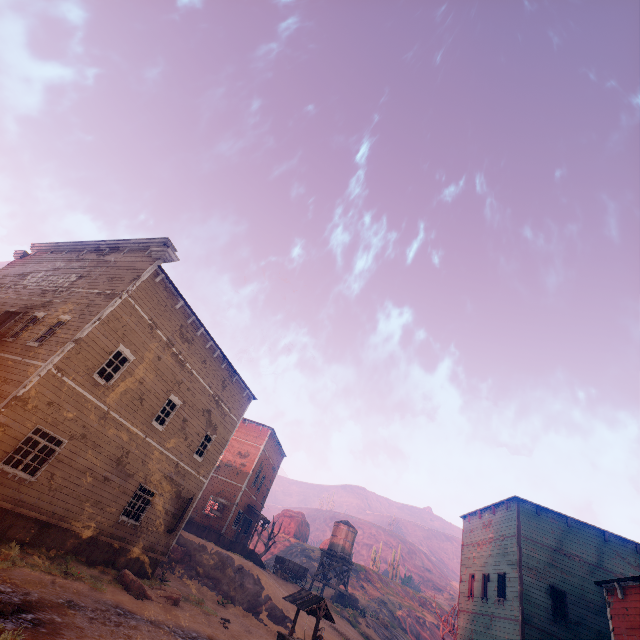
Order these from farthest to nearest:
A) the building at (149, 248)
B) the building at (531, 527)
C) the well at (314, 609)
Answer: the building at (531, 527), the well at (314, 609), the building at (149, 248)

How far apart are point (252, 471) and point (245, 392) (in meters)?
13.83

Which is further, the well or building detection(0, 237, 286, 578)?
the well

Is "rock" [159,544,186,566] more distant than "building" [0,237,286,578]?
Yes

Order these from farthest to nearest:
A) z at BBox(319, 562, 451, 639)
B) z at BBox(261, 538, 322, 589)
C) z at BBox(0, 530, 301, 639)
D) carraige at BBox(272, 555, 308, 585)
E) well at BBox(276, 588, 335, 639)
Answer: z at BBox(261, 538, 322, 589) → carraige at BBox(272, 555, 308, 585) → z at BBox(319, 562, 451, 639) → well at BBox(276, 588, 335, 639) → z at BBox(0, 530, 301, 639)

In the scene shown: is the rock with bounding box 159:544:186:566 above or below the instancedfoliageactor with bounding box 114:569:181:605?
above

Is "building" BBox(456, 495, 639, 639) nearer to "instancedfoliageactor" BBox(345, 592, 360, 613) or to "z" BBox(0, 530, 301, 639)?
"z" BBox(0, 530, 301, 639)

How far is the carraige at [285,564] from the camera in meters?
30.7 m
